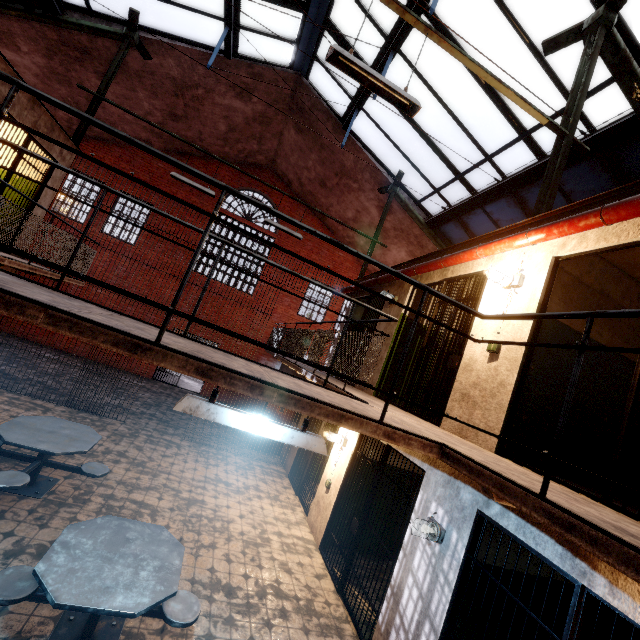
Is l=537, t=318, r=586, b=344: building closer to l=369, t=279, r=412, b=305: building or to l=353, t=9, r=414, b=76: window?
l=369, t=279, r=412, b=305: building

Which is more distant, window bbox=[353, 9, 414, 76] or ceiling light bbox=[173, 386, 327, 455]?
window bbox=[353, 9, 414, 76]

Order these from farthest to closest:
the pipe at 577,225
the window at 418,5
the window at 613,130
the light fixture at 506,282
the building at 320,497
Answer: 1. the building at 320,497
2. the window at 613,130
3. the window at 418,5
4. the light fixture at 506,282
5. the pipe at 577,225

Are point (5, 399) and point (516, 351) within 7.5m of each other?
no

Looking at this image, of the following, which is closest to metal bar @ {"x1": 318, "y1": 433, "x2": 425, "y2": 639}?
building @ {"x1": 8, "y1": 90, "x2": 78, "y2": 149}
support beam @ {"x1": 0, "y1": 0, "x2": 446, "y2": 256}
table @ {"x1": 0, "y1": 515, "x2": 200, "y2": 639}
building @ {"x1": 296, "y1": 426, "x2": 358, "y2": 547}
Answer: building @ {"x1": 296, "y1": 426, "x2": 358, "y2": 547}

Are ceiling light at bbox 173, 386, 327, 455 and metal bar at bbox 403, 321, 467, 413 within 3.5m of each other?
yes

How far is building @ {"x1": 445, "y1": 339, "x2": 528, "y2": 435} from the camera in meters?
3.6 m

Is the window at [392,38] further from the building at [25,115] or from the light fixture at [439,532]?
the light fixture at [439,532]
